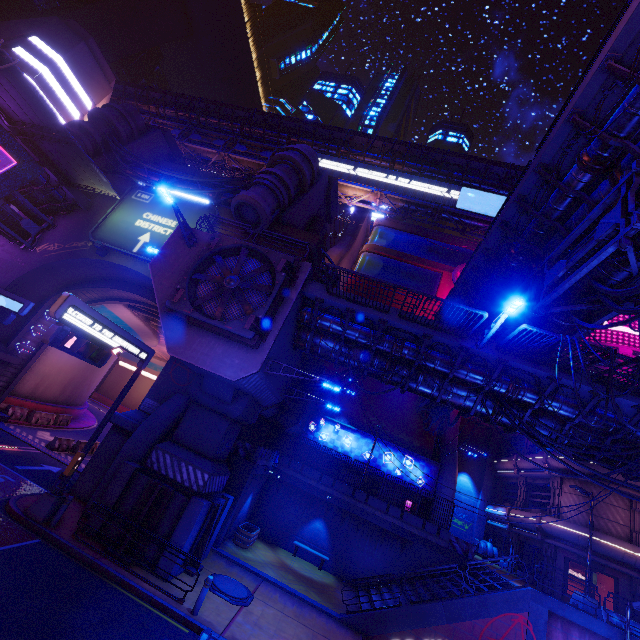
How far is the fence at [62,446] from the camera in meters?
21.1

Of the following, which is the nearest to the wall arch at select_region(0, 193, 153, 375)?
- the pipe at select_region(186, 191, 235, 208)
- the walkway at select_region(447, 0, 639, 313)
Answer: the pipe at select_region(186, 191, 235, 208)

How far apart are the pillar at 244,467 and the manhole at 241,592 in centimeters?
428cm

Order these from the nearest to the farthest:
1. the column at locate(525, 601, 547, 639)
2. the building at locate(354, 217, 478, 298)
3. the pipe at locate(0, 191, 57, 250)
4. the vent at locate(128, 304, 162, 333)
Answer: the column at locate(525, 601, 547, 639) < the pipe at locate(0, 191, 57, 250) < the vent at locate(128, 304, 162, 333) < the building at locate(354, 217, 478, 298)

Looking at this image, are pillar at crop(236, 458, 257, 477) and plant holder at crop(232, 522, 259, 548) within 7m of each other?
yes

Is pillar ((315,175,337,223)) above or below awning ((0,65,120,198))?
above

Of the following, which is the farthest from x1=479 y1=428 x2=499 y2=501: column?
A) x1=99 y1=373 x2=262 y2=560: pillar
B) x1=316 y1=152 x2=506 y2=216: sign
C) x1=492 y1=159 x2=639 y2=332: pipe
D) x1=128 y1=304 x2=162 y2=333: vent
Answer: x1=128 y1=304 x2=162 y2=333: vent

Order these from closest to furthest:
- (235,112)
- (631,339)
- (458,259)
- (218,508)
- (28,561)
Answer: (28,561), (218,508), (631,339), (458,259), (235,112)
